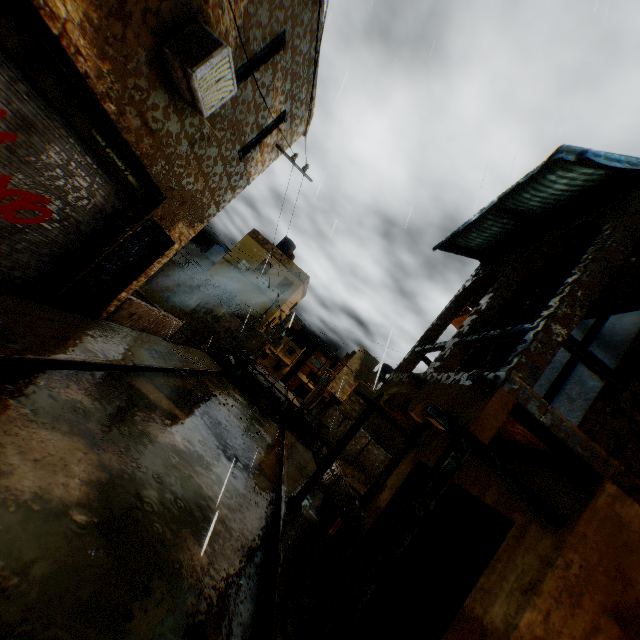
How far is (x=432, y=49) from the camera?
9.0 meters

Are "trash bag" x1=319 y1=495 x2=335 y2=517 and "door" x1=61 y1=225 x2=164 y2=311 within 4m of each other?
yes

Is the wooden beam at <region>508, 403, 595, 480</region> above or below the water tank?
below

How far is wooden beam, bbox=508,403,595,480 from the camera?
4.0 meters

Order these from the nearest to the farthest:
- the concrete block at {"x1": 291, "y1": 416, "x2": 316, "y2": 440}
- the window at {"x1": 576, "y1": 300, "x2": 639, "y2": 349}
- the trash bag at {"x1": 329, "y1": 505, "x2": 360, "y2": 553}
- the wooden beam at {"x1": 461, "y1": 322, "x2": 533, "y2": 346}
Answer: the wooden beam at {"x1": 461, "y1": 322, "x2": 533, "y2": 346} → the window at {"x1": 576, "y1": 300, "x2": 639, "y2": 349} → the trash bag at {"x1": 329, "y1": 505, "x2": 360, "y2": 553} → the concrete block at {"x1": 291, "y1": 416, "x2": 316, "y2": 440}

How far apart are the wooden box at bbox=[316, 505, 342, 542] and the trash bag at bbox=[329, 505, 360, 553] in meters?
0.1 m

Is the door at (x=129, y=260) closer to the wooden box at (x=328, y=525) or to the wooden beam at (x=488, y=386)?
the wooden beam at (x=488, y=386)

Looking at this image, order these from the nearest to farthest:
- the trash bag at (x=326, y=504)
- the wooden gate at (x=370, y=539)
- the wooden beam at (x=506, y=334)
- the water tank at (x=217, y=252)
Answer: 1. the wooden beam at (x=506, y=334)
2. the wooden gate at (x=370, y=539)
3. the trash bag at (x=326, y=504)
4. the water tank at (x=217, y=252)
